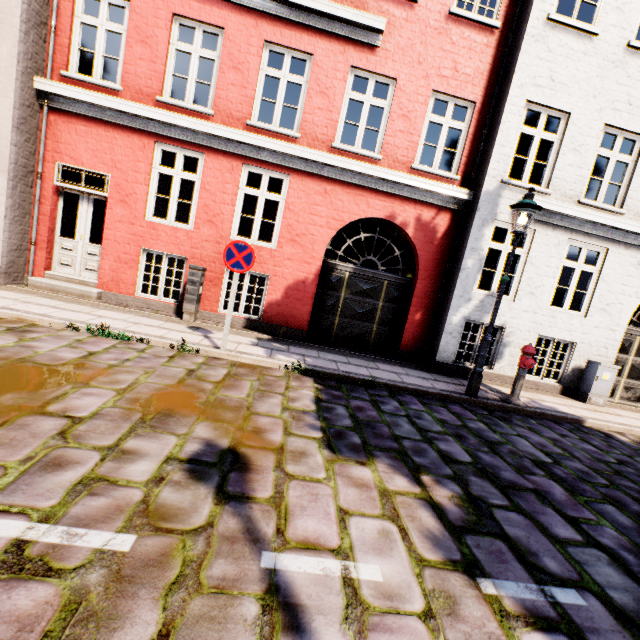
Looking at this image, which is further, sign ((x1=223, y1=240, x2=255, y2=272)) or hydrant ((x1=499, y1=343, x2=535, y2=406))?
hydrant ((x1=499, y1=343, x2=535, y2=406))

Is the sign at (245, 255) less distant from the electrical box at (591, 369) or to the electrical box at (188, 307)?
the electrical box at (188, 307)

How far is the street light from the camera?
5.7 meters

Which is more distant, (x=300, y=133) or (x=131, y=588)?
(x=300, y=133)

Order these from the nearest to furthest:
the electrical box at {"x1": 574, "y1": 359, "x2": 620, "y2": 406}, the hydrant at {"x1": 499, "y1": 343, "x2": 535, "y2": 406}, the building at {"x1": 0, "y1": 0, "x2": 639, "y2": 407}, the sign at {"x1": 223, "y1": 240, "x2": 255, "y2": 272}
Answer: the sign at {"x1": 223, "y1": 240, "x2": 255, "y2": 272}, the hydrant at {"x1": 499, "y1": 343, "x2": 535, "y2": 406}, the building at {"x1": 0, "y1": 0, "x2": 639, "y2": 407}, the electrical box at {"x1": 574, "y1": 359, "x2": 620, "y2": 406}

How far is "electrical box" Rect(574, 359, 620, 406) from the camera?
7.8m

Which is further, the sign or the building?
the building

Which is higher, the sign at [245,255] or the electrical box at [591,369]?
the sign at [245,255]
